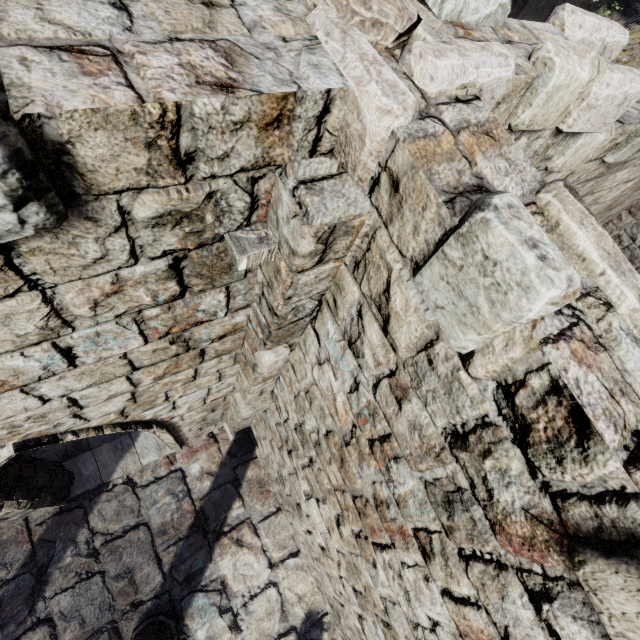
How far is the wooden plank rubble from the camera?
1.7 meters

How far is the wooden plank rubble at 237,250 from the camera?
1.67m

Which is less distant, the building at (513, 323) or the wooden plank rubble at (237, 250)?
the building at (513, 323)

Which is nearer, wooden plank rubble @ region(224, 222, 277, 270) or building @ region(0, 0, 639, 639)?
building @ region(0, 0, 639, 639)

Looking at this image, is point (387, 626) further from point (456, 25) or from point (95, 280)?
point (456, 25)
